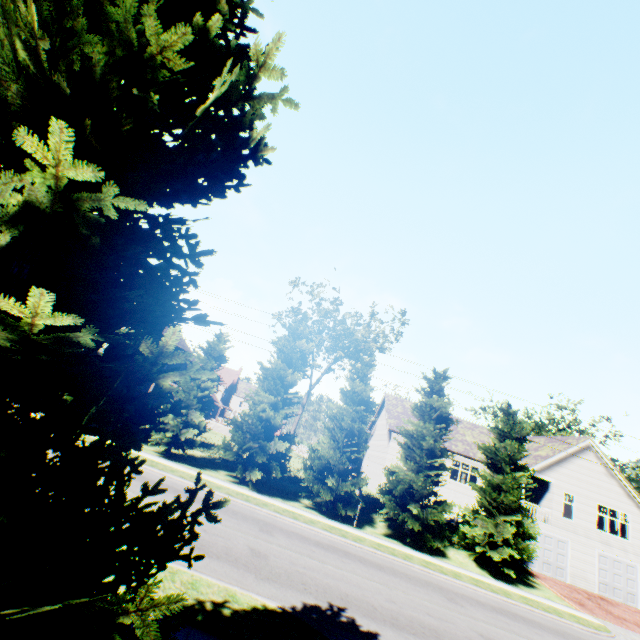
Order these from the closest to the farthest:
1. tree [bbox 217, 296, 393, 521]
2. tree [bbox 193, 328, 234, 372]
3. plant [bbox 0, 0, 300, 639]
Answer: plant [bbox 0, 0, 300, 639]
tree [bbox 217, 296, 393, 521]
tree [bbox 193, 328, 234, 372]

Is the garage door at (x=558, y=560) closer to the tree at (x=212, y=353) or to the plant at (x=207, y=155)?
the tree at (x=212, y=353)

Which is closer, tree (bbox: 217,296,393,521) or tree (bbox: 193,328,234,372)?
tree (bbox: 217,296,393,521)

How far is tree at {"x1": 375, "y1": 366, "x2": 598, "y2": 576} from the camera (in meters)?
19.77

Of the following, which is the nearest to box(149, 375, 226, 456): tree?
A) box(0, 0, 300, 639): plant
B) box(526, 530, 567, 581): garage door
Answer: box(0, 0, 300, 639): plant

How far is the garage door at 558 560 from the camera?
24.5 meters

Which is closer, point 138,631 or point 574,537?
point 138,631
